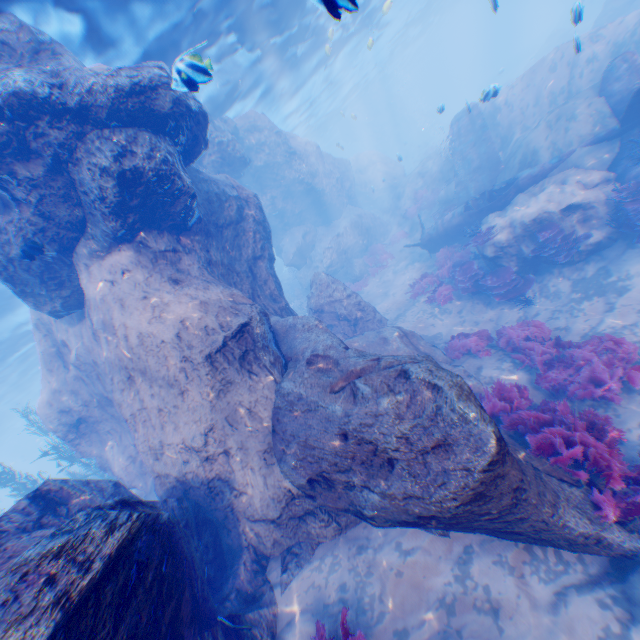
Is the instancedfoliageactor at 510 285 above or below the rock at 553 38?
below

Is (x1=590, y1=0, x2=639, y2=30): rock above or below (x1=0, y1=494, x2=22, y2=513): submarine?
below

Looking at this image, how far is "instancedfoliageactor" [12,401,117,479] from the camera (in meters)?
14.13

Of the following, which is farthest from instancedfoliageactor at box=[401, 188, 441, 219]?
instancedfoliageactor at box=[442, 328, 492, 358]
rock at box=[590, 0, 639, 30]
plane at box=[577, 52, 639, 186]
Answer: rock at box=[590, 0, 639, 30]

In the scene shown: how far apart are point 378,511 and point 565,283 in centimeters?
994cm

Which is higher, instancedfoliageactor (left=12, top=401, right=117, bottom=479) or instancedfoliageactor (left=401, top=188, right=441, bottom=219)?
instancedfoliageactor (left=12, top=401, right=117, bottom=479)

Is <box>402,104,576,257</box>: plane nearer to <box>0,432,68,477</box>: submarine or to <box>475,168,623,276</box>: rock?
<box>475,168,623,276</box>: rock

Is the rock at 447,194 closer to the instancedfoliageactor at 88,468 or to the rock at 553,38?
the instancedfoliageactor at 88,468
